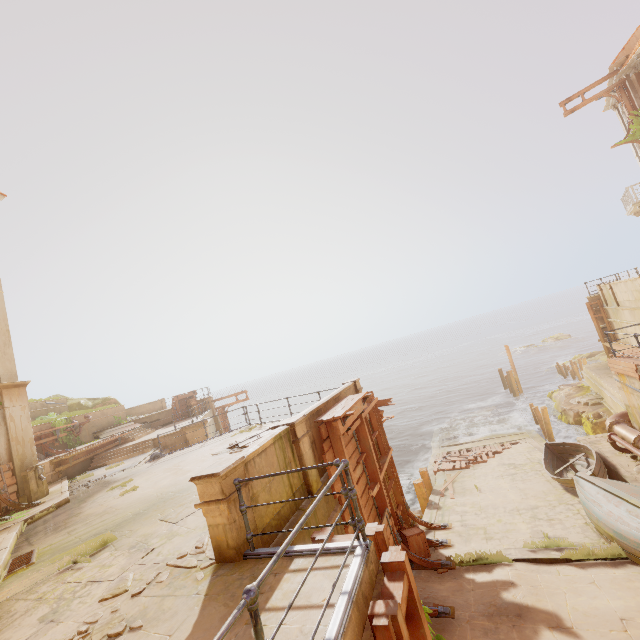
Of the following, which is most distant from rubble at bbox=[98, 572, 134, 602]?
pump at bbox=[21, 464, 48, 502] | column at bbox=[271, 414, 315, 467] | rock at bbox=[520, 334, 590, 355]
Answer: rock at bbox=[520, 334, 590, 355]

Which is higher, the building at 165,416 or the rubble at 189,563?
the building at 165,416

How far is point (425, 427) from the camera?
33.69m

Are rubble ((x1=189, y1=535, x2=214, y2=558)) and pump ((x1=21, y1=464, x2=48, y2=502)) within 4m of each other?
no

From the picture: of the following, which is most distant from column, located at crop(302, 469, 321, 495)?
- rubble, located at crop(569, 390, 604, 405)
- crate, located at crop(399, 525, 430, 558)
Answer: rubble, located at crop(569, 390, 604, 405)

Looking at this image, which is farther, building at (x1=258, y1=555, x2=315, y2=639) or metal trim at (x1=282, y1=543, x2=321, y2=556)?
metal trim at (x1=282, y1=543, x2=321, y2=556)

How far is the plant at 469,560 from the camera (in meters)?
8.21

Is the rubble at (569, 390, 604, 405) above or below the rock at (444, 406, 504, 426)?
above
